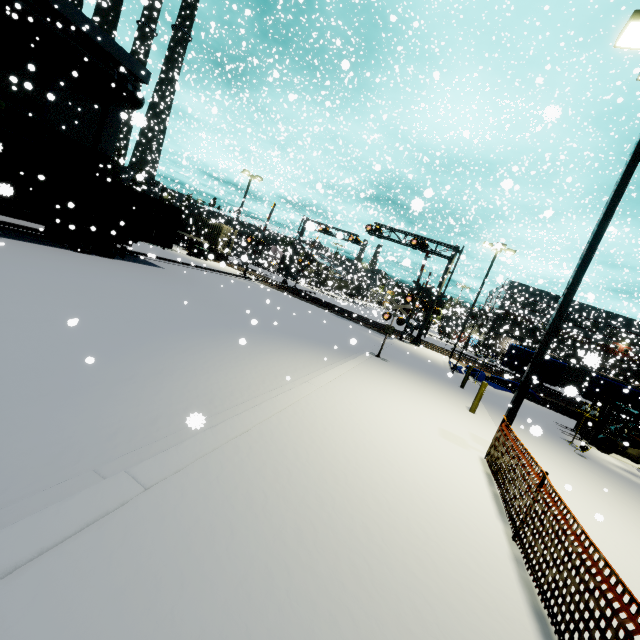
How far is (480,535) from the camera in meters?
4.5

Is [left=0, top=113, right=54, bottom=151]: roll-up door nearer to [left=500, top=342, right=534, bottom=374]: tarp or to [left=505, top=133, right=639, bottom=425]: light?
[left=500, top=342, right=534, bottom=374]: tarp

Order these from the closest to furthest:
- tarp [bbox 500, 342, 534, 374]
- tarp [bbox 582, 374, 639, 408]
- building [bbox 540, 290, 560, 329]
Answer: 1. tarp [bbox 582, 374, 639, 408]
2. tarp [bbox 500, 342, 534, 374]
3. building [bbox 540, 290, 560, 329]

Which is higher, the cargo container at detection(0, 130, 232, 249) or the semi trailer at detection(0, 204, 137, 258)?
the cargo container at detection(0, 130, 232, 249)

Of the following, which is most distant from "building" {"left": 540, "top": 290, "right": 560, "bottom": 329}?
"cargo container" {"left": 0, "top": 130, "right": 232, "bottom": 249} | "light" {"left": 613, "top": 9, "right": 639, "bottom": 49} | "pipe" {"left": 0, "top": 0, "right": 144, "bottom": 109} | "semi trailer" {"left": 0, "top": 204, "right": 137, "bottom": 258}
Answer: "light" {"left": 613, "top": 9, "right": 639, "bottom": 49}

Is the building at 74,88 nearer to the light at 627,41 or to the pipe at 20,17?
the pipe at 20,17

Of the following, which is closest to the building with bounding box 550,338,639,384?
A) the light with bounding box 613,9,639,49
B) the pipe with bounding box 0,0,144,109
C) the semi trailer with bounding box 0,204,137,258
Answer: the pipe with bounding box 0,0,144,109

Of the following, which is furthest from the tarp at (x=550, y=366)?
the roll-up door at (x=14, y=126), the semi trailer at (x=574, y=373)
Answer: the roll-up door at (x=14, y=126)
